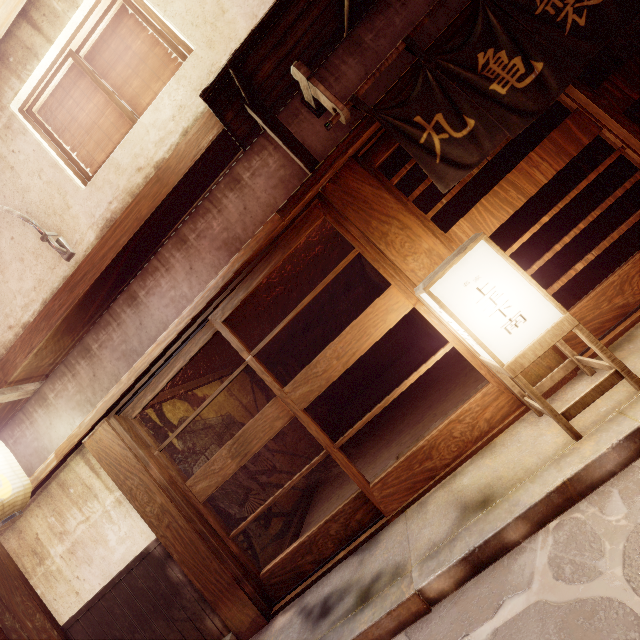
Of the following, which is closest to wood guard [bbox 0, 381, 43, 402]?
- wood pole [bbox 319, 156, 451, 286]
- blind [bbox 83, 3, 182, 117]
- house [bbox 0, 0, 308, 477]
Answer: house [bbox 0, 0, 308, 477]

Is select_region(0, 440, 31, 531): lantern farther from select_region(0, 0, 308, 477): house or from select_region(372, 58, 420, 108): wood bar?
select_region(0, 0, 308, 477): house

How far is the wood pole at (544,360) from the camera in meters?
5.1

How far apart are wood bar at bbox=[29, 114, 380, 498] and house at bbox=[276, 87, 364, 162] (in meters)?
0.23

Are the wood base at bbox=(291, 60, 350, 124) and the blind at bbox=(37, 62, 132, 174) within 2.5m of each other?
no

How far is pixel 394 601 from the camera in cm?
417

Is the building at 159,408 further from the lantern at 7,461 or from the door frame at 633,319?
the lantern at 7,461

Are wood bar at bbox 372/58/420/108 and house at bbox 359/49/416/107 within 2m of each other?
yes
